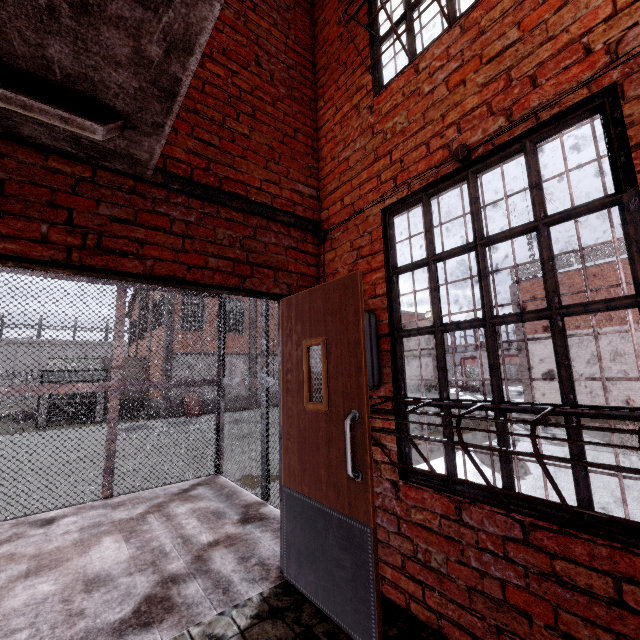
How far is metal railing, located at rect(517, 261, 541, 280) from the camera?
17.55m

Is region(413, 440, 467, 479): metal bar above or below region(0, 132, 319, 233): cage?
below

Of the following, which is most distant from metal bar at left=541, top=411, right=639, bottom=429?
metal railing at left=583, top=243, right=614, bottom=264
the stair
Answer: metal railing at left=583, top=243, right=614, bottom=264

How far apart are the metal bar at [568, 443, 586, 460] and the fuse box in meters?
0.1 m

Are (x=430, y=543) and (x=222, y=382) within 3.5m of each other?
no

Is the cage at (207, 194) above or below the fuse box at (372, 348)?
above

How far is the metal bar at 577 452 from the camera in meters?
1.5

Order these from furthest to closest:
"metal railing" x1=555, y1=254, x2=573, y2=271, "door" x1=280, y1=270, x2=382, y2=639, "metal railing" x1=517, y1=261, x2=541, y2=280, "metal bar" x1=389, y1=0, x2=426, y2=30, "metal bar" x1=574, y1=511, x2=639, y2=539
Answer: "metal railing" x1=517, y1=261, x2=541, y2=280 → "metal railing" x1=555, y1=254, x2=573, y2=271 → "metal bar" x1=389, y1=0, x2=426, y2=30 → "door" x1=280, y1=270, x2=382, y2=639 → "metal bar" x1=574, y1=511, x2=639, y2=539
